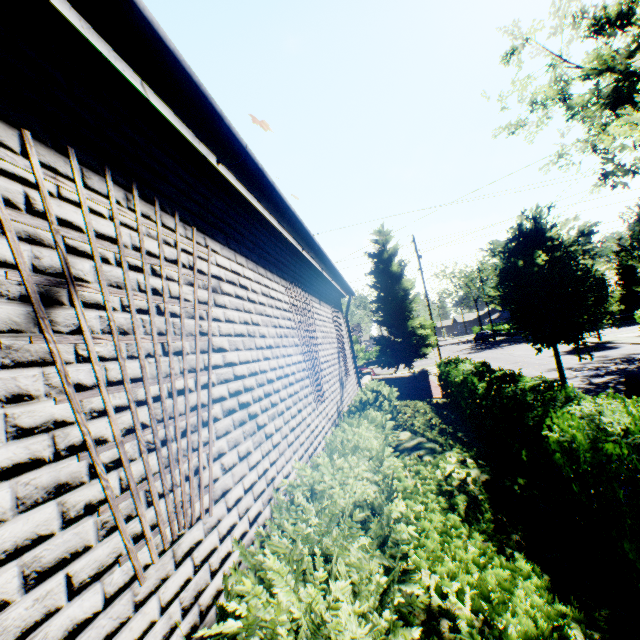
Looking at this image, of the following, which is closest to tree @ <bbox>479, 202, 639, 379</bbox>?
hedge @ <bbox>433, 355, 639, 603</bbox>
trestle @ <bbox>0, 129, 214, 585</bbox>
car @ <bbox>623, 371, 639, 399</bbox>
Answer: car @ <bbox>623, 371, 639, 399</bbox>

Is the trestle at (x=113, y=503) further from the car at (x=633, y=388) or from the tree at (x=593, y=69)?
the car at (x=633, y=388)

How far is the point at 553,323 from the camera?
9.6m

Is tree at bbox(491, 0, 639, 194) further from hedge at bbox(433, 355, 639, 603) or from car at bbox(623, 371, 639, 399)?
hedge at bbox(433, 355, 639, 603)

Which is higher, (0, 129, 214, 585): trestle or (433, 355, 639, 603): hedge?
(0, 129, 214, 585): trestle

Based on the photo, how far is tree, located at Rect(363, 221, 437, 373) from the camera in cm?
2430

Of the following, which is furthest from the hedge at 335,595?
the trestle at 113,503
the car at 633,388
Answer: the car at 633,388

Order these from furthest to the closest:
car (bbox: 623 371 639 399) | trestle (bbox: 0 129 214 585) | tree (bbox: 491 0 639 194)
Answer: car (bbox: 623 371 639 399)
tree (bbox: 491 0 639 194)
trestle (bbox: 0 129 214 585)
